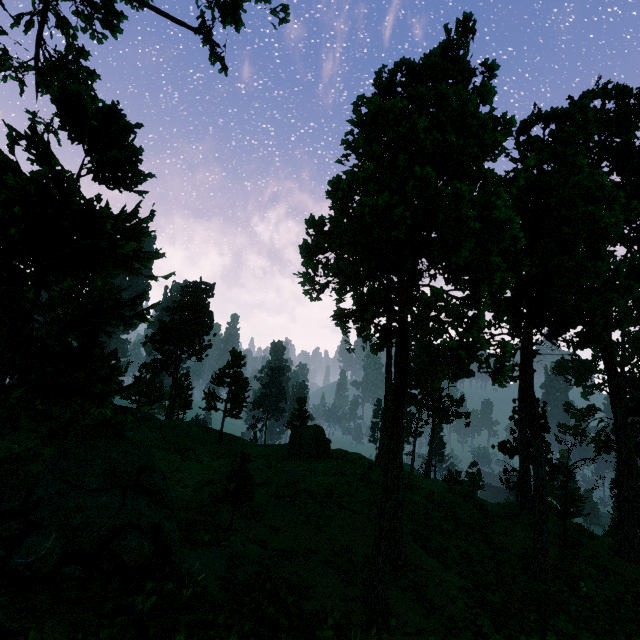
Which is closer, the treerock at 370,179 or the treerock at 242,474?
the treerock at 370,179

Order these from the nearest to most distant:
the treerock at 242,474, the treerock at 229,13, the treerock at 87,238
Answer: the treerock at 87,238 → the treerock at 242,474 → the treerock at 229,13

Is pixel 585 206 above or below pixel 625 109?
below

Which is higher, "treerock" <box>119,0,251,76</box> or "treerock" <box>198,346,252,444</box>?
"treerock" <box>119,0,251,76</box>

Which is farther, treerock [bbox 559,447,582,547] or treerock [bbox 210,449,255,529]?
treerock [bbox 559,447,582,547]

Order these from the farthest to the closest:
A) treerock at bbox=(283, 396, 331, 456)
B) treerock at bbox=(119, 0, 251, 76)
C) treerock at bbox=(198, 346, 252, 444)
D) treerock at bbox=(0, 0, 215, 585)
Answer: treerock at bbox=(198, 346, 252, 444)
treerock at bbox=(283, 396, 331, 456)
treerock at bbox=(119, 0, 251, 76)
treerock at bbox=(0, 0, 215, 585)
